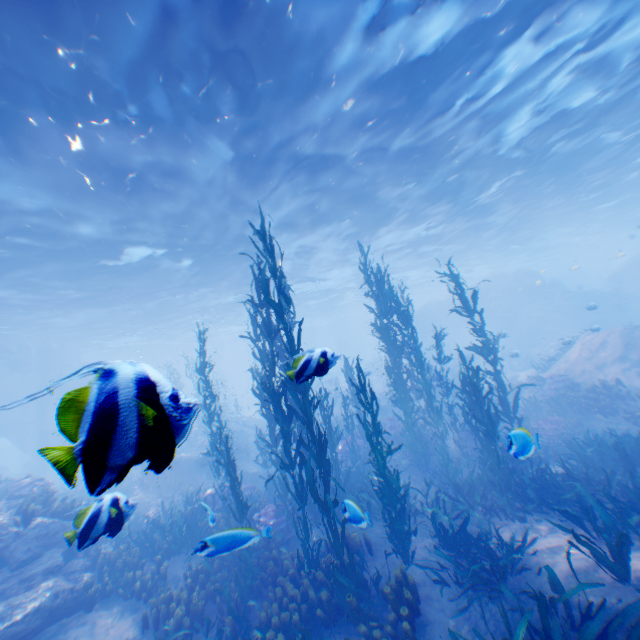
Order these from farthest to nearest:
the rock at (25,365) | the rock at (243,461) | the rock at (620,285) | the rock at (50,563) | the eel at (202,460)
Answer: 1. the rock at (620,285)
2. the rock at (243,461)
3. the eel at (202,460)
4. the rock at (50,563)
5. the rock at (25,365)

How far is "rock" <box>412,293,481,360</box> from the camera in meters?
37.4

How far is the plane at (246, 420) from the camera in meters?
23.8 m

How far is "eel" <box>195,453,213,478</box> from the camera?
15.66m

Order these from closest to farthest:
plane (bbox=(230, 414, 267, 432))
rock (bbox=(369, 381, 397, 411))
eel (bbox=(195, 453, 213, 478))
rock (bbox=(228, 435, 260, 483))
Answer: eel (bbox=(195, 453, 213, 478)), rock (bbox=(228, 435, 260, 483)), plane (bbox=(230, 414, 267, 432)), rock (bbox=(369, 381, 397, 411))

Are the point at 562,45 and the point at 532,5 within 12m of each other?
yes

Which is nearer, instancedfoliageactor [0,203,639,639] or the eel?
instancedfoliageactor [0,203,639,639]
